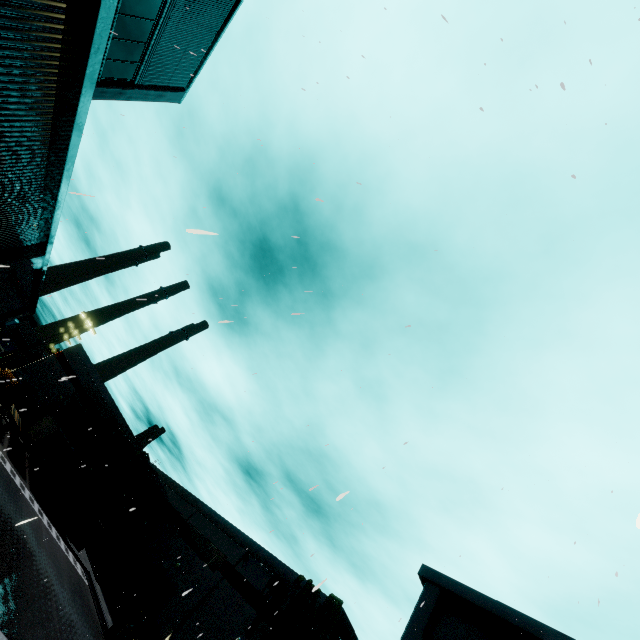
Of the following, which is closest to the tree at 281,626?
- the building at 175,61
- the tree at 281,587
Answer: the building at 175,61

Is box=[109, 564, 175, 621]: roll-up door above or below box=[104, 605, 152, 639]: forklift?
above

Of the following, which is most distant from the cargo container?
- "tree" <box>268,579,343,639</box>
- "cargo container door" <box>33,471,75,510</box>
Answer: "tree" <box>268,579,343,639</box>

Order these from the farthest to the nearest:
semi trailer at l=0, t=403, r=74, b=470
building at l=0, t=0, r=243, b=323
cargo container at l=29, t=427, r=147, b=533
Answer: cargo container at l=29, t=427, r=147, b=533, semi trailer at l=0, t=403, r=74, b=470, building at l=0, t=0, r=243, b=323

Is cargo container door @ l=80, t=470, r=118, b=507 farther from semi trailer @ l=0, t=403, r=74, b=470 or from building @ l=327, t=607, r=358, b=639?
building @ l=327, t=607, r=358, b=639

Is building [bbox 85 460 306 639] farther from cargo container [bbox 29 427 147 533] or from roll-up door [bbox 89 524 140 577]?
cargo container [bbox 29 427 147 533]

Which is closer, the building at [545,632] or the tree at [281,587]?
the building at [545,632]

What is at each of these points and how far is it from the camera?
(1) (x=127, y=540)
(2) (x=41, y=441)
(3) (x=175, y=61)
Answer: (1) roll-up door, 36.91m
(2) semi trailer, 30.42m
(3) building, 14.35m
